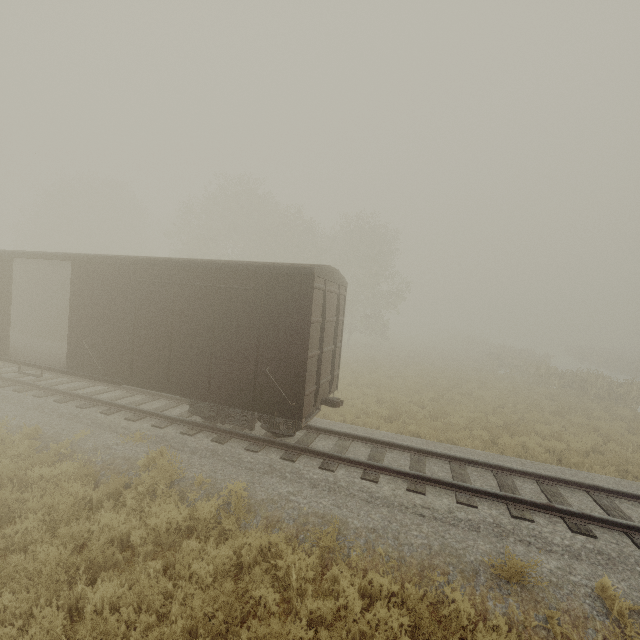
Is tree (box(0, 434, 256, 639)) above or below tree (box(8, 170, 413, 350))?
below

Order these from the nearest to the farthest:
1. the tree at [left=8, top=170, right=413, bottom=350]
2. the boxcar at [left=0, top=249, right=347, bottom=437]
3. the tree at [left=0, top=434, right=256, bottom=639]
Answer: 1. the tree at [left=0, top=434, right=256, bottom=639]
2. the boxcar at [left=0, top=249, right=347, bottom=437]
3. the tree at [left=8, top=170, right=413, bottom=350]

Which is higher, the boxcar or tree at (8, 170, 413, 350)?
tree at (8, 170, 413, 350)

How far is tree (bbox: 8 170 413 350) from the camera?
30.4m

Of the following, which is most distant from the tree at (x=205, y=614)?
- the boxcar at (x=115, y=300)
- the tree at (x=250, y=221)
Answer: the boxcar at (x=115, y=300)

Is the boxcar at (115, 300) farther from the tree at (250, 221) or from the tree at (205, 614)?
the tree at (250, 221)

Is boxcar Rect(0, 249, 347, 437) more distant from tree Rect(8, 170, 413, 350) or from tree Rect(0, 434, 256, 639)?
tree Rect(8, 170, 413, 350)

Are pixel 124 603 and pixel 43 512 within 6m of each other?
yes
